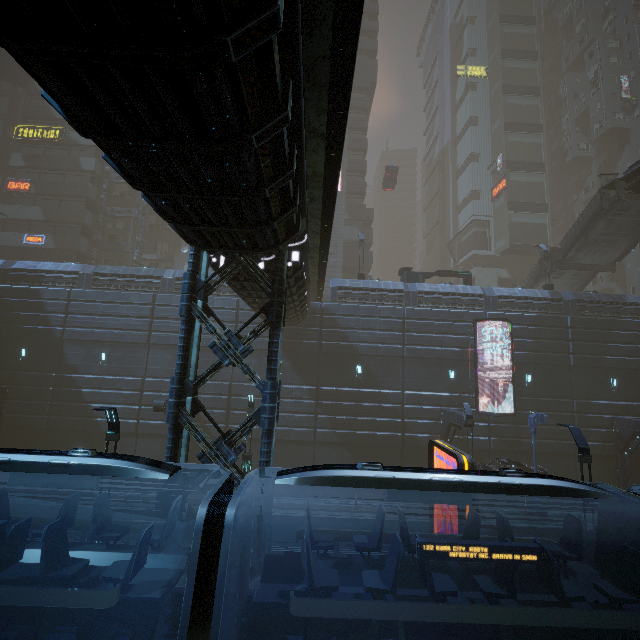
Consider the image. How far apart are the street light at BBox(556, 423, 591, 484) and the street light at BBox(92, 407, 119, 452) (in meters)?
14.14

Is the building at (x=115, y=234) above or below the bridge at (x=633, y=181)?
above

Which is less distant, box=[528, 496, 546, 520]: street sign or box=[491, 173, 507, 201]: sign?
box=[528, 496, 546, 520]: street sign

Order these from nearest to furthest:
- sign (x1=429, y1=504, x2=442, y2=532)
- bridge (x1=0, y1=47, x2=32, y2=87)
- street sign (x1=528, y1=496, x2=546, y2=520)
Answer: sign (x1=429, y1=504, x2=442, y2=532) → street sign (x1=528, y1=496, x2=546, y2=520) → bridge (x1=0, y1=47, x2=32, y2=87)

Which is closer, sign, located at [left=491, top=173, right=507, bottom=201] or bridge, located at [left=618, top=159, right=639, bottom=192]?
bridge, located at [left=618, top=159, right=639, bottom=192]

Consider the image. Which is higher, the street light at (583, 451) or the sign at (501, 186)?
the sign at (501, 186)

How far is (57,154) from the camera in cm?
3519

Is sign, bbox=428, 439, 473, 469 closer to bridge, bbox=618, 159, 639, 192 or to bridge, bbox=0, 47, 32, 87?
bridge, bbox=618, 159, 639, 192
